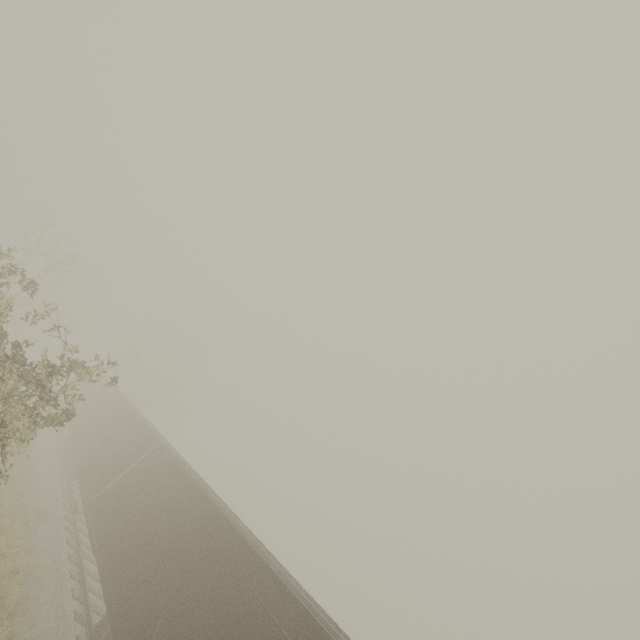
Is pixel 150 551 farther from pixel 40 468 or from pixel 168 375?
pixel 168 375
